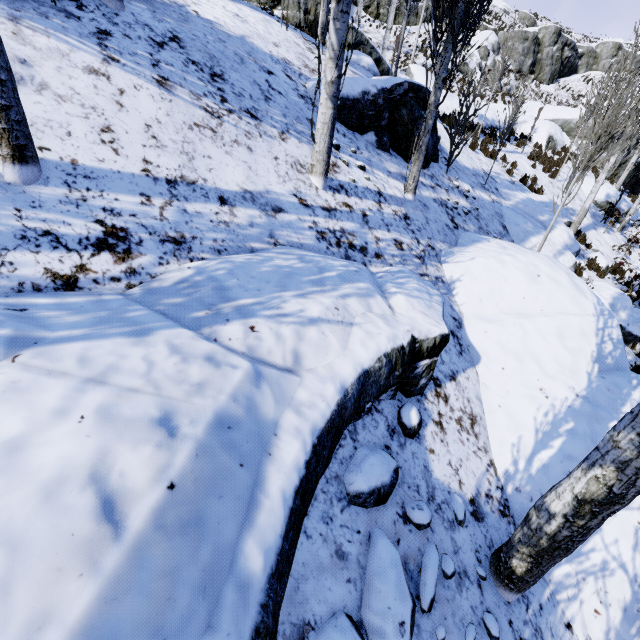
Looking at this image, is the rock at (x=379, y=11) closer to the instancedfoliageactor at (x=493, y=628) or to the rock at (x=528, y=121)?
the rock at (x=528, y=121)

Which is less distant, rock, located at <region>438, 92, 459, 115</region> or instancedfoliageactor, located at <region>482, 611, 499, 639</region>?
instancedfoliageactor, located at <region>482, 611, 499, 639</region>

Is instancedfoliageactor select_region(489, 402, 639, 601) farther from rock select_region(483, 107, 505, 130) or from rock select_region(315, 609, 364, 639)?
rock select_region(483, 107, 505, 130)

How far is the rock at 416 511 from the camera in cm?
247

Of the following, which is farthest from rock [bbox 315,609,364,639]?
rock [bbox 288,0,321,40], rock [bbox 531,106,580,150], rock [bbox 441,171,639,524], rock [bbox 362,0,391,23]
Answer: rock [bbox 362,0,391,23]

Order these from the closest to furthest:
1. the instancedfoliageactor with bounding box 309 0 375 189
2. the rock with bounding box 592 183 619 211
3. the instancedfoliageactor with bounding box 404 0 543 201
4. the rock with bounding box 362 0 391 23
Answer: the instancedfoliageactor with bounding box 309 0 375 189, the instancedfoliageactor with bounding box 404 0 543 201, the rock with bounding box 592 183 619 211, the rock with bounding box 362 0 391 23

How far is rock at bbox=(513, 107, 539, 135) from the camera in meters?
20.2 m

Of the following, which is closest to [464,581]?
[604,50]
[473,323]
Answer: [473,323]
